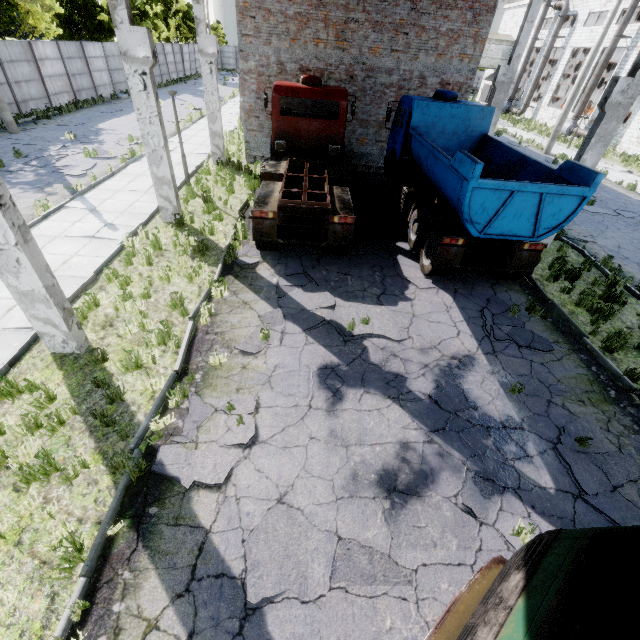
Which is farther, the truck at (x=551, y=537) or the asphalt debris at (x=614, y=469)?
the asphalt debris at (x=614, y=469)

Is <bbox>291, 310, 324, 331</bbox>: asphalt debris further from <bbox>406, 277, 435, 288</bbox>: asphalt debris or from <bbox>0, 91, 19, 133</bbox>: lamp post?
<bbox>0, 91, 19, 133</bbox>: lamp post

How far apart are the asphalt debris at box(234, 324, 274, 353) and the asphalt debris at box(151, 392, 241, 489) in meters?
1.0

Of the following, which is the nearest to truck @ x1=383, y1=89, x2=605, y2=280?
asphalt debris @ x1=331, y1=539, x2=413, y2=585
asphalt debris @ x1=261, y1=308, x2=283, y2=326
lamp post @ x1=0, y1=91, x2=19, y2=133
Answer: asphalt debris @ x1=331, y1=539, x2=413, y2=585

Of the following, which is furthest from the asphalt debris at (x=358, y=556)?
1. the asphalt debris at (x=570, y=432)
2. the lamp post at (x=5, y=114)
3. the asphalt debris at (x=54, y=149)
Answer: the lamp post at (x=5, y=114)

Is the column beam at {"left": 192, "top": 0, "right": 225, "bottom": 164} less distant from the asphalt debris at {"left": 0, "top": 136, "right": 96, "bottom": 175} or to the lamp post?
the asphalt debris at {"left": 0, "top": 136, "right": 96, "bottom": 175}

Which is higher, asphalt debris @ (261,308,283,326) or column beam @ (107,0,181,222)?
column beam @ (107,0,181,222)

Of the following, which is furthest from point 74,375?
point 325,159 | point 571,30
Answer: point 571,30
